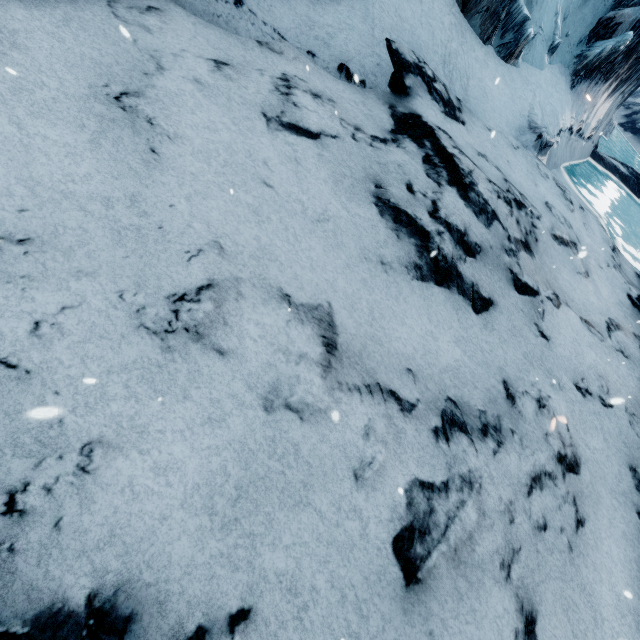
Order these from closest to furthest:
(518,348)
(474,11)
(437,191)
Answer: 1. (518,348)
2. (437,191)
3. (474,11)
